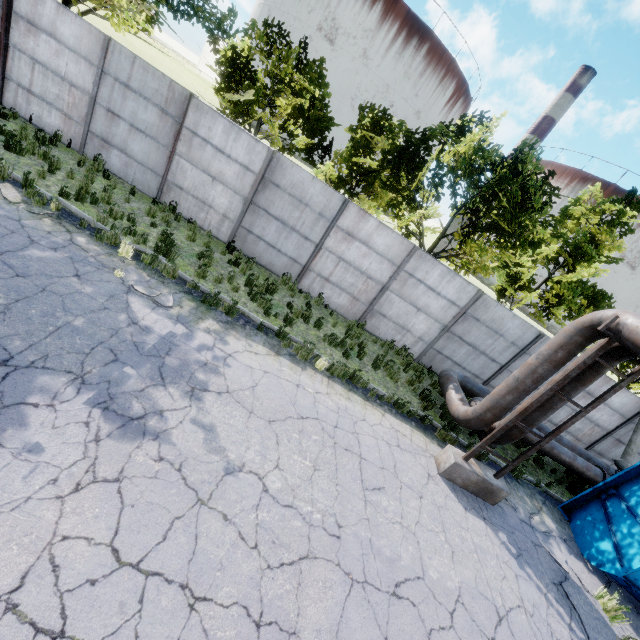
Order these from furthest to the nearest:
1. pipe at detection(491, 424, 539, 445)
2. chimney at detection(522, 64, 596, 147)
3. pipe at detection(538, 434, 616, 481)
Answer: chimney at detection(522, 64, 596, 147), pipe at detection(538, 434, 616, 481), pipe at detection(491, 424, 539, 445)

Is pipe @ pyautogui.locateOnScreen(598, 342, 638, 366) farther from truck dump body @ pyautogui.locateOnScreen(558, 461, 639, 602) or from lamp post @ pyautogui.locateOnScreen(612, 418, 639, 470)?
truck dump body @ pyautogui.locateOnScreen(558, 461, 639, 602)

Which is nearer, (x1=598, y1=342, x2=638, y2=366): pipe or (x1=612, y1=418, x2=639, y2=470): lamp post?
(x1=598, y1=342, x2=638, y2=366): pipe

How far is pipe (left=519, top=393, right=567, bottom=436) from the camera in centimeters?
760cm

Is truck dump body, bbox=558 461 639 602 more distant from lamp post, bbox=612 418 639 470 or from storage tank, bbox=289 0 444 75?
storage tank, bbox=289 0 444 75

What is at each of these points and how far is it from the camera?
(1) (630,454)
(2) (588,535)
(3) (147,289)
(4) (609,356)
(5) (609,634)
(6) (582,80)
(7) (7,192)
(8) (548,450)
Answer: (1) lamp post, 12.3m
(2) truck dump body, 8.8m
(3) asphalt debris, 7.3m
(4) pipe, 7.0m
(5) asphalt debris, 6.8m
(6) chimney, 54.8m
(7) asphalt debris, 7.3m
(8) pipe, 10.5m

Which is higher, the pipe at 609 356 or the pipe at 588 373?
the pipe at 609 356

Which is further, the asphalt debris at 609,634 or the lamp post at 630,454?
the lamp post at 630,454
